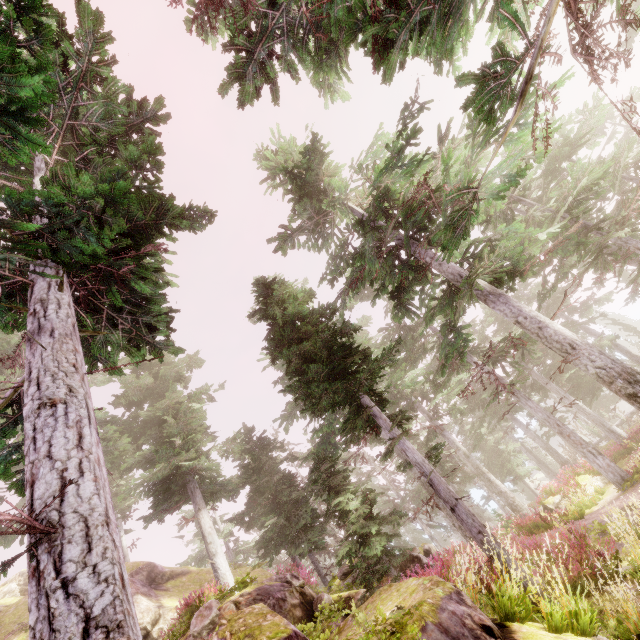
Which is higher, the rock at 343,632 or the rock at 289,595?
the rock at 289,595

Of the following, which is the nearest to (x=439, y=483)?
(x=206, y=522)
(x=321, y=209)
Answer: (x=321, y=209)

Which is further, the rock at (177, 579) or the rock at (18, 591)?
the rock at (18, 591)

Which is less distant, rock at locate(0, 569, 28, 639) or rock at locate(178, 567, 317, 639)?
rock at locate(178, 567, 317, 639)

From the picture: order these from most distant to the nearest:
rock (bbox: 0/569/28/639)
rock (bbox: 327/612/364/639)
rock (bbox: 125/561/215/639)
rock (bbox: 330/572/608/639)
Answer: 1. rock (bbox: 0/569/28/639)
2. rock (bbox: 125/561/215/639)
3. rock (bbox: 327/612/364/639)
4. rock (bbox: 330/572/608/639)
